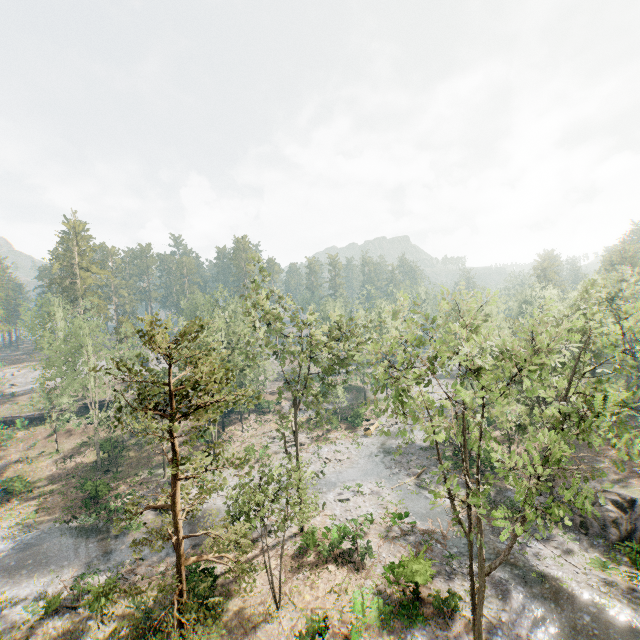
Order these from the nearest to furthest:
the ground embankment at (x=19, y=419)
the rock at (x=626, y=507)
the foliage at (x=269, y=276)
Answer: the rock at (x=626, y=507) → the foliage at (x=269, y=276) → the ground embankment at (x=19, y=419)

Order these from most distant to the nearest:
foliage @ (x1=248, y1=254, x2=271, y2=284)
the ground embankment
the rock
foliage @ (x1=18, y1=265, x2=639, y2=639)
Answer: the ground embankment
foliage @ (x1=248, y1=254, x2=271, y2=284)
the rock
foliage @ (x1=18, y1=265, x2=639, y2=639)

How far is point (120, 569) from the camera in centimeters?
2461cm

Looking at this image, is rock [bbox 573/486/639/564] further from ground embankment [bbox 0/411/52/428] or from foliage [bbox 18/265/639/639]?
ground embankment [bbox 0/411/52/428]

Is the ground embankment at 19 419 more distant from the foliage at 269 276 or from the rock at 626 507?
the rock at 626 507

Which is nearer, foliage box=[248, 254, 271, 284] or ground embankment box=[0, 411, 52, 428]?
foliage box=[248, 254, 271, 284]

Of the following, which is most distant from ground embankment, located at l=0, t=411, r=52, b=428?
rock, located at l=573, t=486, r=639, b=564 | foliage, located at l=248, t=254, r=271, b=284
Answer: rock, located at l=573, t=486, r=639, b=564
